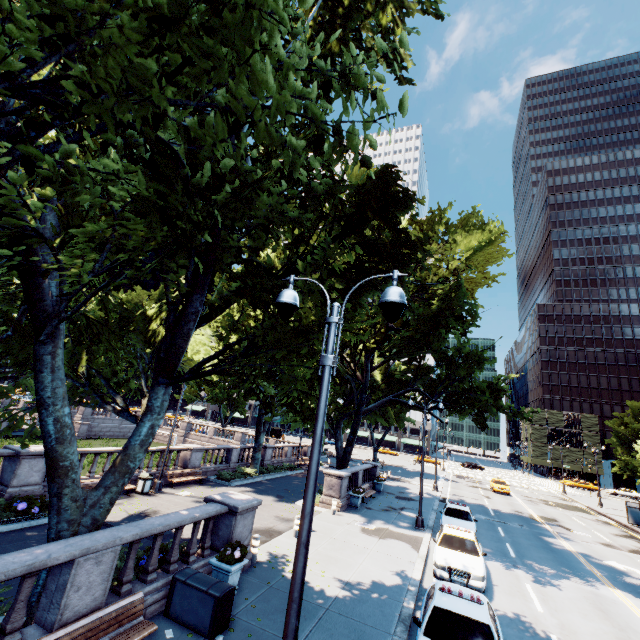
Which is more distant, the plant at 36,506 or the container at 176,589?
the plant at 36,506

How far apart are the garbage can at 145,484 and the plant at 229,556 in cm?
1067

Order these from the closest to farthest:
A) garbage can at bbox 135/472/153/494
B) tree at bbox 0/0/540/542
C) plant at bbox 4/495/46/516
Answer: tree at bbox 0/0/540/542 → plant at bbox 4/495/46/516 → garbage can at bbox 135/472/153/494

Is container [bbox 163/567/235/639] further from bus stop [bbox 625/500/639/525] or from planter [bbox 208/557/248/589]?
bus stop [bbox 625/500/639/525]

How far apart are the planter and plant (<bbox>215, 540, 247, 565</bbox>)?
0.0m

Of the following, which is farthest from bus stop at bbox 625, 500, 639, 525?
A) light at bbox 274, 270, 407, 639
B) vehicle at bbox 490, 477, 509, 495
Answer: light at bbox 274, 270, 407, 639

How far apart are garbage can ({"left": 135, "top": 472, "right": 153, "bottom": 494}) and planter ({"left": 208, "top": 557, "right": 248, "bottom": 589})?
10.2m

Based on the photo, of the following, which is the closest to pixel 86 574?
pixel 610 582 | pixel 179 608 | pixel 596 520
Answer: pixel 179 608
